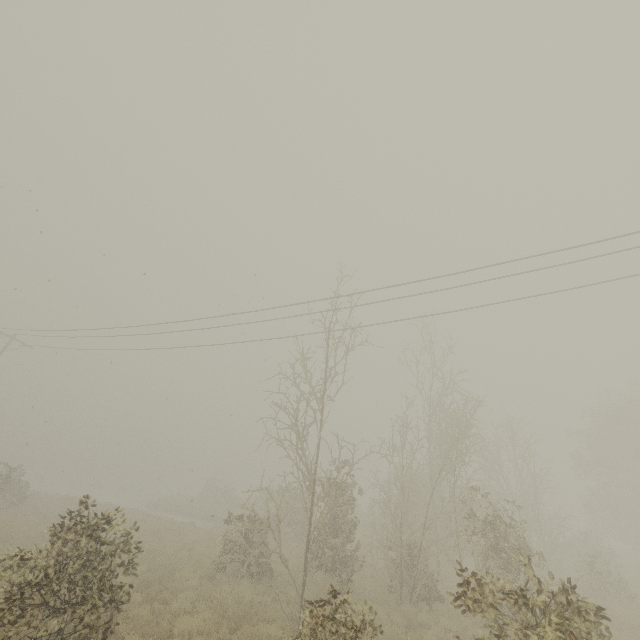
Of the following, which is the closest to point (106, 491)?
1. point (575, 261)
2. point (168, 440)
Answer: point (168, 440)
